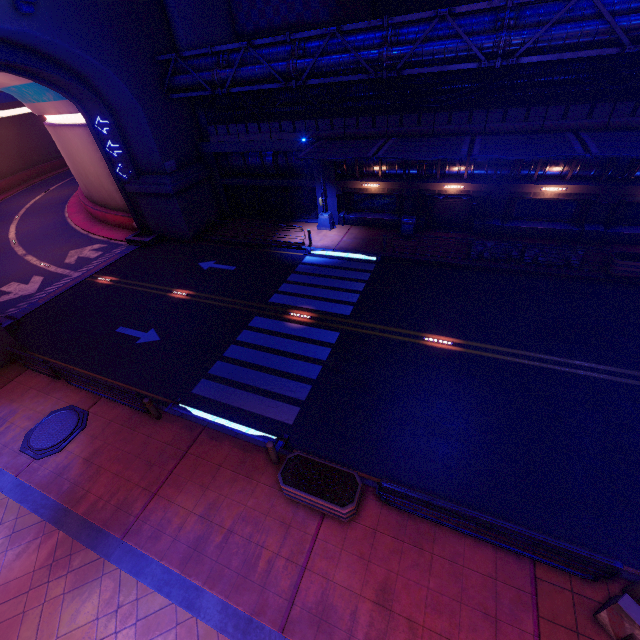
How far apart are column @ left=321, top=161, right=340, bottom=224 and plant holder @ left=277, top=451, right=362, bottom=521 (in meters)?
17.61

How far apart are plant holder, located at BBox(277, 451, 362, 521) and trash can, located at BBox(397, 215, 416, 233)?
15.5 meters

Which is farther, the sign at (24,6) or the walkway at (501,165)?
the walkway at (501,165)

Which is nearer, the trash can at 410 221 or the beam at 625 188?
the beam at 625 188

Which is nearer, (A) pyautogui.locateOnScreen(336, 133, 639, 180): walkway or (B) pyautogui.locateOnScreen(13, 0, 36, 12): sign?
(B) pyautogui.locateOnScreen(13, 0, 36, 12): sign

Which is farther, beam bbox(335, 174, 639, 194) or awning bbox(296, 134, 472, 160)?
beam bbox(335, 174, 639, 194)

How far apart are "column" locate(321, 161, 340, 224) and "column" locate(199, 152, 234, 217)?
7.9 meters

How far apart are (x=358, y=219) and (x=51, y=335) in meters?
19.5
